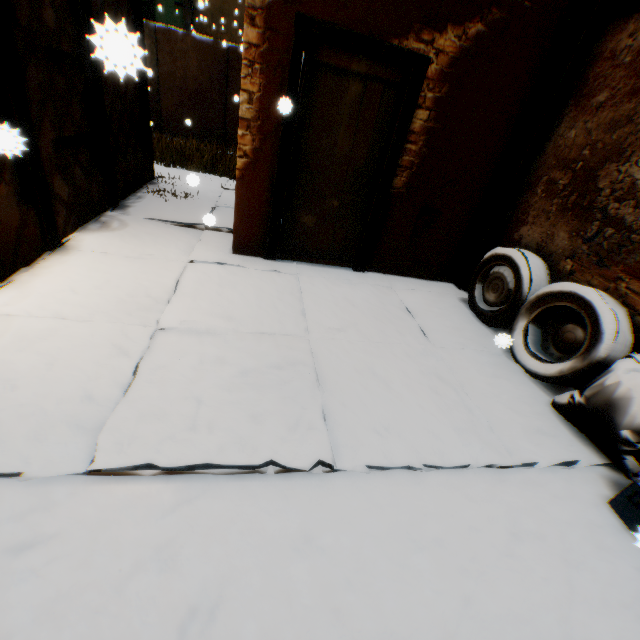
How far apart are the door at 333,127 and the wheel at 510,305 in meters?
0.1

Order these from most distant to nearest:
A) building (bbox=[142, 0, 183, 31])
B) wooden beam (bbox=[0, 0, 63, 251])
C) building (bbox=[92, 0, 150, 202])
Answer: building (bbox=[142, 0, 183, 31]) → wooden beam (bbox=[0, 0, 63, 251]) → building (bbox=[92, 0, 150, 202])

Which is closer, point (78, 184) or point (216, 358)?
point (216, 358)

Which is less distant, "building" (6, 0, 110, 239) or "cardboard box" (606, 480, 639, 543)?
"cardboard box" (606, 480, 639, 543)

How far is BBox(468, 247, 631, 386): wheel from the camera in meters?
2.7

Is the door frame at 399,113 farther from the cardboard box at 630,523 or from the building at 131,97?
the cardboard box at 630,523

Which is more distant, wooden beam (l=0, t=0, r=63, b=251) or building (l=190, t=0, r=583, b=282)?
building (l=190, t=0, r=583, b=282)

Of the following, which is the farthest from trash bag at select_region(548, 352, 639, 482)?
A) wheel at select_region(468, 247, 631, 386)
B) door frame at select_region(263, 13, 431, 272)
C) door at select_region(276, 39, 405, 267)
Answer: door frame at select_region(263, 13, 431, 272)
